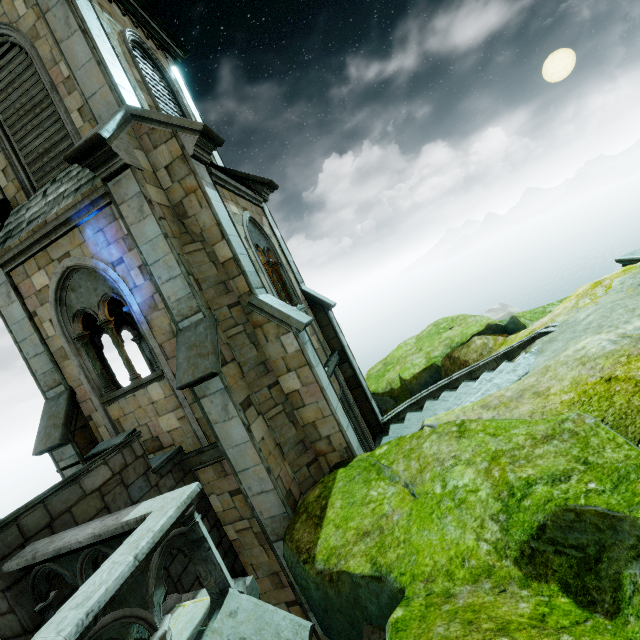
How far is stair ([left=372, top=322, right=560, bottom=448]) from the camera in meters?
6.4 m

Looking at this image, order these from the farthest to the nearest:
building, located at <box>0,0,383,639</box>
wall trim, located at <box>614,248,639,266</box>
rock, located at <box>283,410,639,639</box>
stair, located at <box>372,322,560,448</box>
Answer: wall trim, located at <box>614,248,639,266</box> → stair, located at <box>372,322,560,448</box> → building, located at <box>0,0,383,639</box> → rock, located at <box>283,410,639,639</box>

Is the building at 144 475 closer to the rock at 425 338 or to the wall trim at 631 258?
the rock at 425 338

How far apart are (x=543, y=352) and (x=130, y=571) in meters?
7.4

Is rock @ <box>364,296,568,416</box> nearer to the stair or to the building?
the building

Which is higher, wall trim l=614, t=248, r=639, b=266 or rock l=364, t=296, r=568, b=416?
wall trim l=614, t=248, r=639, b=266

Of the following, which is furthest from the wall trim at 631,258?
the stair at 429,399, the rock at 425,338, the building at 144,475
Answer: the building at 144,475

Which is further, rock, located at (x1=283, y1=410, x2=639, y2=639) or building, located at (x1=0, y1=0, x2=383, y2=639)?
building, located at (x1=0, y1=0, x2=383, y2=639)
